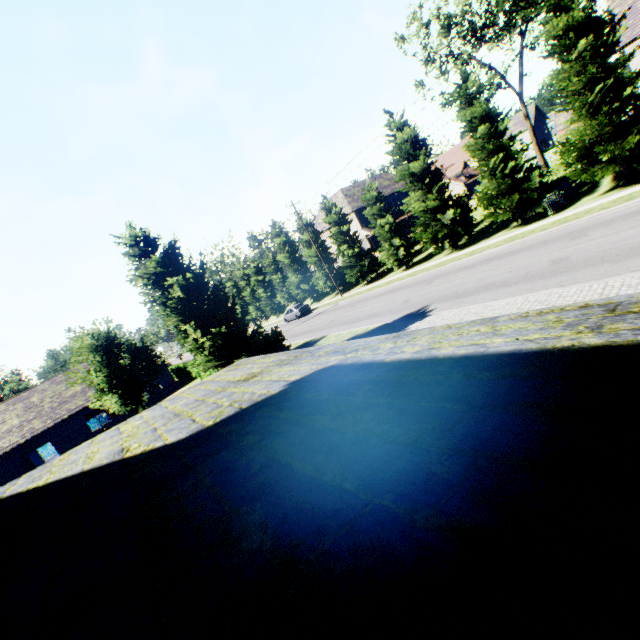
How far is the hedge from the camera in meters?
31.3

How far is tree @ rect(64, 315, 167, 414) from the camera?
17.30m

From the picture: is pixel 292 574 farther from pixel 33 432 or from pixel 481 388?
pixel 33 432

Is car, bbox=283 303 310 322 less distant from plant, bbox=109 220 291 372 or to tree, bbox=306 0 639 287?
tree, bbox=306 0 639 287

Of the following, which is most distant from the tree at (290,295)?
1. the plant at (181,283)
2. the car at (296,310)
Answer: the plant at (181,283)

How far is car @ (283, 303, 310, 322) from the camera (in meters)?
38.19

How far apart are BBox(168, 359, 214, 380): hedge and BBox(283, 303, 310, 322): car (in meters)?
11.20
